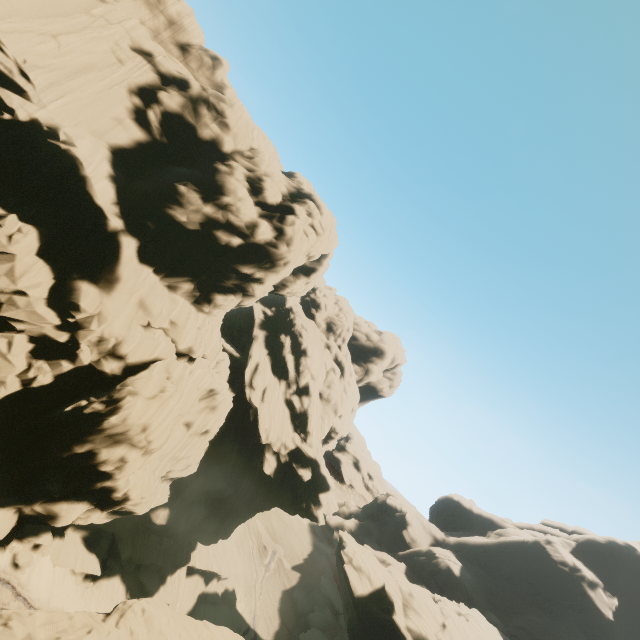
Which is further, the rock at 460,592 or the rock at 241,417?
the rock at 460,592

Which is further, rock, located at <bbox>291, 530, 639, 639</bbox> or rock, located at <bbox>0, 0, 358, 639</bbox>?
rock, located at <bbox>291, 530, 639, 639</bbox>

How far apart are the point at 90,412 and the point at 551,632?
76.4m
